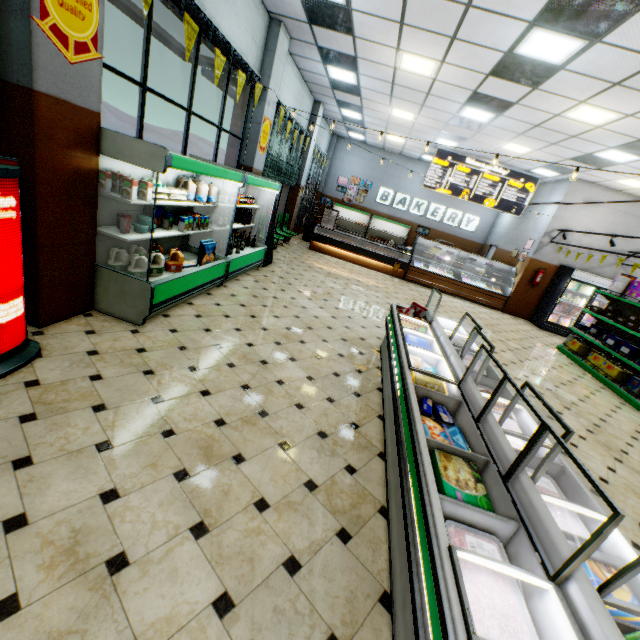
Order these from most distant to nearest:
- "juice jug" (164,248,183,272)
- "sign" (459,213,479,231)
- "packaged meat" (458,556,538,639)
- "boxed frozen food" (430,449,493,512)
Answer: "sign" (459,213,479,231) < "juice jug" (164,248,183,272) < "boxed frozen food" (430,449,493,512) < "packaged meat" (458,556,538,639)

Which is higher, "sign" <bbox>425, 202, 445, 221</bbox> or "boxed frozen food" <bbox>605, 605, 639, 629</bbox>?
"sign" <bbox>425, 202, 445, 221</bbox>

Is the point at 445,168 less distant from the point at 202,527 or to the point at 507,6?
the point at 507,6

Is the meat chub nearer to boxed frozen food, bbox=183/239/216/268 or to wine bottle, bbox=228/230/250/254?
boxed frozen food, bbox=183/239/216/268

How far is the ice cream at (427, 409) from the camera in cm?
276

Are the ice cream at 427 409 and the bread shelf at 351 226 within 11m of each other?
no

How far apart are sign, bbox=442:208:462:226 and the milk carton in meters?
14.8

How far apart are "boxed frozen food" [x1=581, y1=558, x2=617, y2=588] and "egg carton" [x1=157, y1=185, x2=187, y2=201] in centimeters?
498cm
